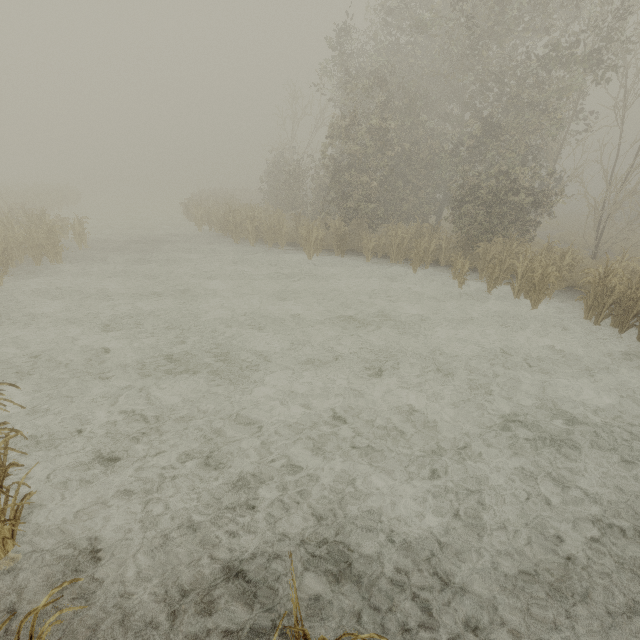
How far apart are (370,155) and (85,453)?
16.8 meters
